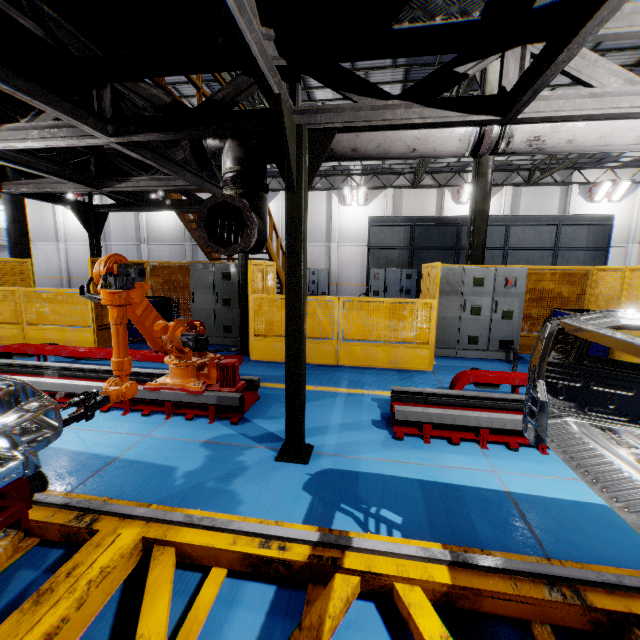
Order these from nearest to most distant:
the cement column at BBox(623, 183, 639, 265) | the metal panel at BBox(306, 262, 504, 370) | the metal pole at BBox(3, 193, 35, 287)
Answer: the metal panel at BBox(306, 262, 504, 370)
the metal pole at BBox(3, 193, 35, 287)
the cement column at BBox(623, 183, 639, 265)

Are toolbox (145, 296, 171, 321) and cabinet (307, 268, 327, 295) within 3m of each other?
no

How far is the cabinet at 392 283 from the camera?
14.2m

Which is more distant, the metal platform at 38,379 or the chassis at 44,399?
the metal platform at 38,379

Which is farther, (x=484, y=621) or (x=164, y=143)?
(x=164, y=143)

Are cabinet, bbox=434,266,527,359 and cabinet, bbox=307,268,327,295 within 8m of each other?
no

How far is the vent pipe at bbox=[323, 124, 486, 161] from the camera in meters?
3.1
